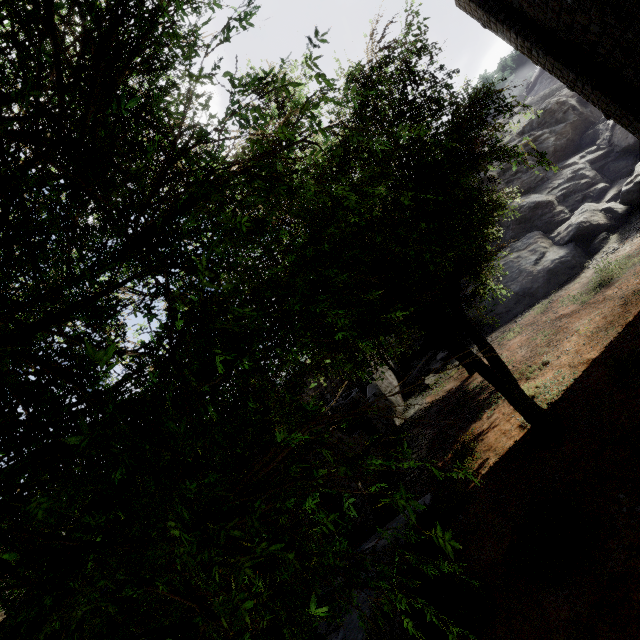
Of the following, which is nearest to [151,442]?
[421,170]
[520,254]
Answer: [421,170]

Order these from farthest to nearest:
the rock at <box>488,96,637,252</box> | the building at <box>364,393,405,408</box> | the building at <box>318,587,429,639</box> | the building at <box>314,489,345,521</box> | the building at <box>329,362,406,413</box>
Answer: the rock at <box>488,96,637,252</box>, the building at <box>364,393,405,408</box>, the building at <box>329,362,406,413</box>, the building at <box>314,489,345,521</box>, the building at <box>318,587,429,639</box>

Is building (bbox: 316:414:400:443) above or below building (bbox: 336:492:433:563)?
above

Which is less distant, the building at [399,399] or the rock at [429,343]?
the building at [399,399]

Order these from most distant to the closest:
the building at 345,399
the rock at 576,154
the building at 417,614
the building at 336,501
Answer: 1. the rock at 576,154
2. the building at 345,399
3. the building at 336,501
4. the building at 417,614

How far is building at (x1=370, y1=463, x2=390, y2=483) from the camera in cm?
1259
